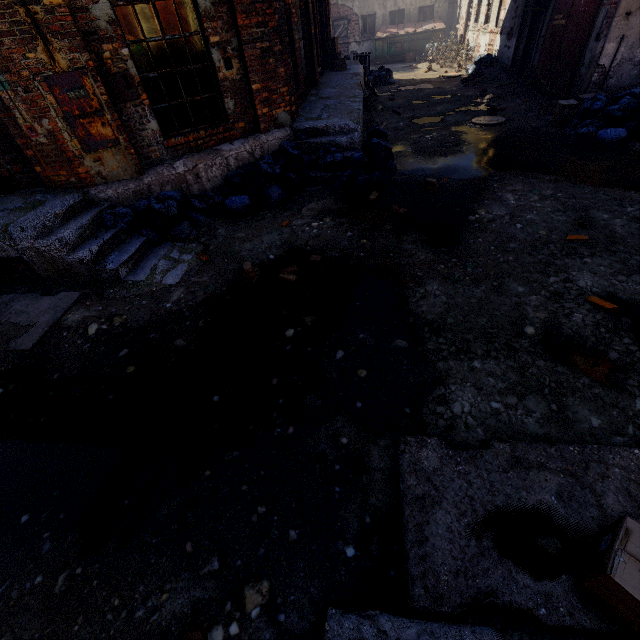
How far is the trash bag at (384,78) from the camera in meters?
15.4

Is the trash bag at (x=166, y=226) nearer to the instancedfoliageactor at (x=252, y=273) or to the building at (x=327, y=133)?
the building at (x=327, y=133)

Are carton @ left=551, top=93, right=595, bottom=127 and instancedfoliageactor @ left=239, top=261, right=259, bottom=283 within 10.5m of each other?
yes

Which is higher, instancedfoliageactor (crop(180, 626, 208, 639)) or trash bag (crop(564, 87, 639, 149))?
trash bag (crop(564, 87, 639, 149))

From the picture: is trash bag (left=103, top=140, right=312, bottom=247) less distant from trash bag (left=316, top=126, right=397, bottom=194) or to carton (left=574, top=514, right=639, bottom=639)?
trash bag (left=316, top=126, right=397, bottom=194)

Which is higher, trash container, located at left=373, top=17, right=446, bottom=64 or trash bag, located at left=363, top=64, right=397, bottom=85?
trash container, located at left=373, top=17, right=446, bottom=64

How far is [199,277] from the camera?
4.6m

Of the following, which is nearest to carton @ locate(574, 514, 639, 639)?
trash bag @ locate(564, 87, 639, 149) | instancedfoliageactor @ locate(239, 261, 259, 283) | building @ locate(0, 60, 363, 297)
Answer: instancedfoliageactor @ locate(239, 261, 259, 283)
